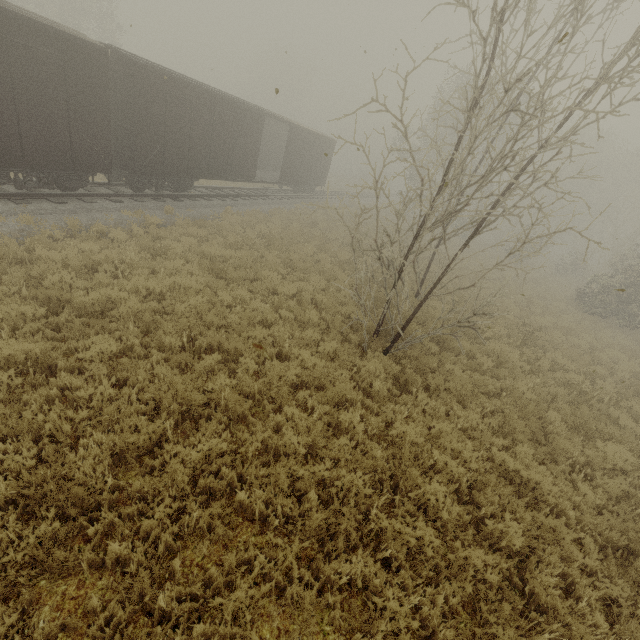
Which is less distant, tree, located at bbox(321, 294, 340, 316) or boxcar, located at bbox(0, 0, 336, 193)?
boxcar, located at bbox(0, 0, 336, 193)

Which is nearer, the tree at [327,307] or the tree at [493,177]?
the tree at [493,177]

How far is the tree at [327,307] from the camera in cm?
984

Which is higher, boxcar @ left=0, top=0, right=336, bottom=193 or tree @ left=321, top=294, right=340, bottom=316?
boxcar @ left=0, top=0, right=336, bottom=193

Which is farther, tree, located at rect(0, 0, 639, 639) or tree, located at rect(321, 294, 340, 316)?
tree, located at rect(321, 294, 340, 316)

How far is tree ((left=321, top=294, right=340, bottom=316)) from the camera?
9.8 meters

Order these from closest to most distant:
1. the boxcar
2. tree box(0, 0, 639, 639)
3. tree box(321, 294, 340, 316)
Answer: tree box(0, 0, 639, 639) → the boxcar → tree box(321, 294, 340, 316)

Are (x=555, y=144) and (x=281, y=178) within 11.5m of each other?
no
